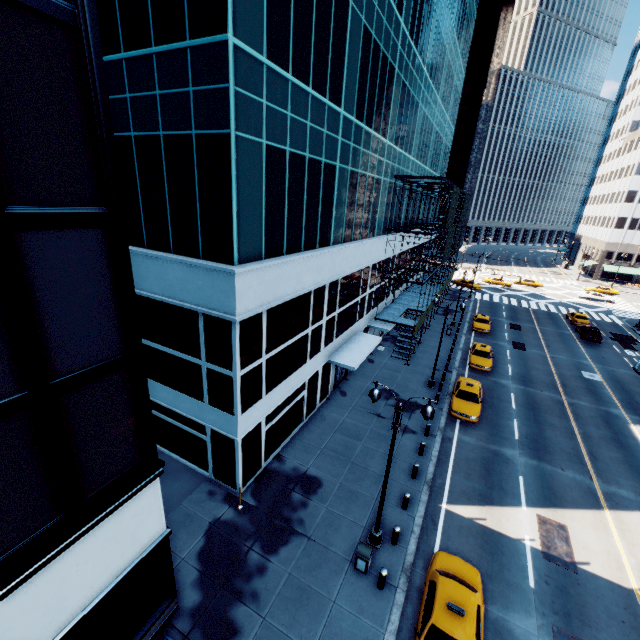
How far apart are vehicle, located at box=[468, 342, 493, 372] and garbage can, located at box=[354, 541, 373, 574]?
20.6m

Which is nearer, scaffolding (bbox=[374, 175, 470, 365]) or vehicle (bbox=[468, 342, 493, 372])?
scaffolding (bbox=[374, 175, 470, 365])

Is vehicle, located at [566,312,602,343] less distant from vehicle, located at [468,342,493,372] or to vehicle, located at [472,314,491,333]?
vehicle, located at [472,314,491,333]

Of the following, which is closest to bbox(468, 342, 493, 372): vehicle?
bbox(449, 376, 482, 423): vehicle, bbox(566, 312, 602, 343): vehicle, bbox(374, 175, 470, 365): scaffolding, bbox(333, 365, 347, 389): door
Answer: bbox(449, 376, 482, 423): vehicle

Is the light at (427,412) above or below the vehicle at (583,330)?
above

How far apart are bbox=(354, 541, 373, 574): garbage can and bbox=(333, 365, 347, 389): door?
12.0m

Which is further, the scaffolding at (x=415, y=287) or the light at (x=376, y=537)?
the scaffolding at (x=415, y=287)

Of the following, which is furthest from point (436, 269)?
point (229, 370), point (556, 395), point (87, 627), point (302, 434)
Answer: point (87, 627)
